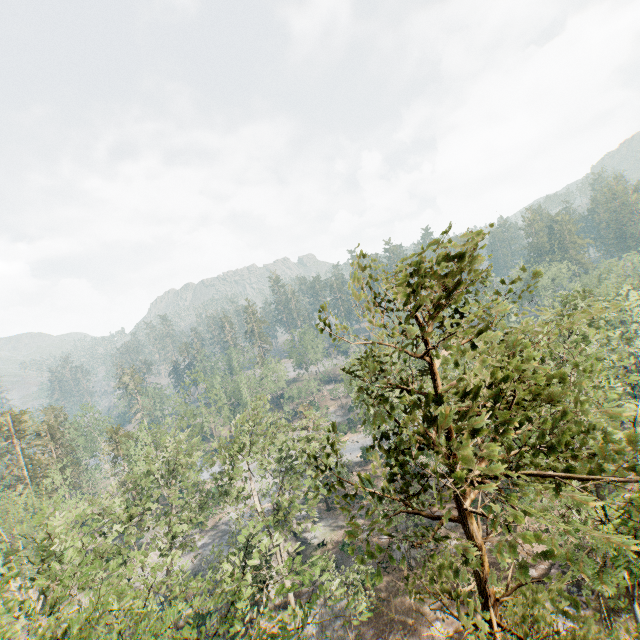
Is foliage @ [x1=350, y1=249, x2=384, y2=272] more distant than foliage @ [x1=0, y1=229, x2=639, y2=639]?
Yes

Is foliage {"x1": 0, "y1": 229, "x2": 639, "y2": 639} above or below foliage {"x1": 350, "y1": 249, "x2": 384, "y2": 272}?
below

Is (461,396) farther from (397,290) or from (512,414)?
(512,414)

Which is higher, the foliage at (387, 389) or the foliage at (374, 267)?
the foliage at (374, 267)

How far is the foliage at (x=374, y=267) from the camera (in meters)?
7.79

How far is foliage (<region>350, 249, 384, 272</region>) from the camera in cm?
779
